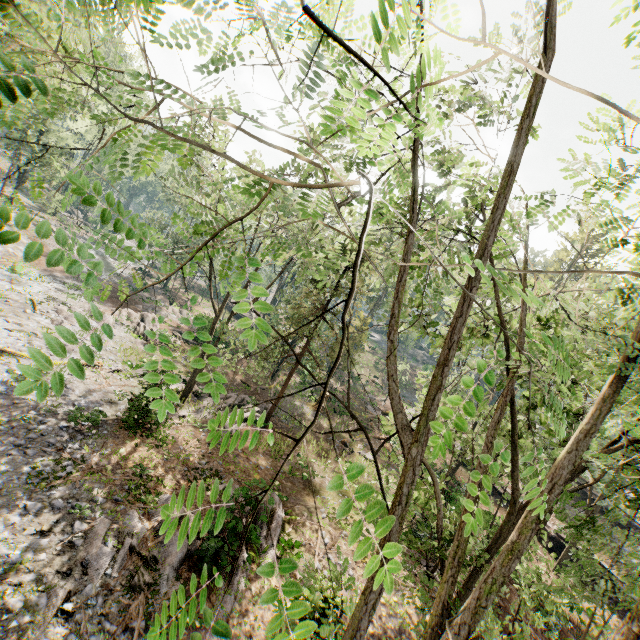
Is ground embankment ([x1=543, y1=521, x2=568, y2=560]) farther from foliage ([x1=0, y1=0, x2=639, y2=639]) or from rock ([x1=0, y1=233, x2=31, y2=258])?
rock ([x1=0, y1=233, x2=31, y2=258])

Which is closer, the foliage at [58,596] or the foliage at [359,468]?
the foliage at [359,468]

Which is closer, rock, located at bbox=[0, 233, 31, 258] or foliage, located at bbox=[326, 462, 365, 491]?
foliage, located at bbox=[326, 462, 365, 491]

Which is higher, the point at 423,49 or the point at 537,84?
the point at 423,49

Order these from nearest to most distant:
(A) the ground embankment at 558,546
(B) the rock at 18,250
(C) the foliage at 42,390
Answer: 1. (C) the foliage at 42,390
2. (A) the ground embankment at 558,546
3. (B) the rock at 18,250

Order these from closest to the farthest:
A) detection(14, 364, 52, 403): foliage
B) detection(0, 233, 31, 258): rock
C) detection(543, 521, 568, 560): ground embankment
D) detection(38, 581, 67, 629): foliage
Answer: detection(14, 364, 52, 403): foliage, detection(38, 581, 67, 629): foliage, detection(543, 521, 568, 560): ground embankment, detection(0, 233, 31, 258): rock

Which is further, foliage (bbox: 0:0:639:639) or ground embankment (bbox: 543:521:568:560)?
ground embankment (bbox: 543:521:568:560)

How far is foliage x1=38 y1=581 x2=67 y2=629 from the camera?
7.99m
